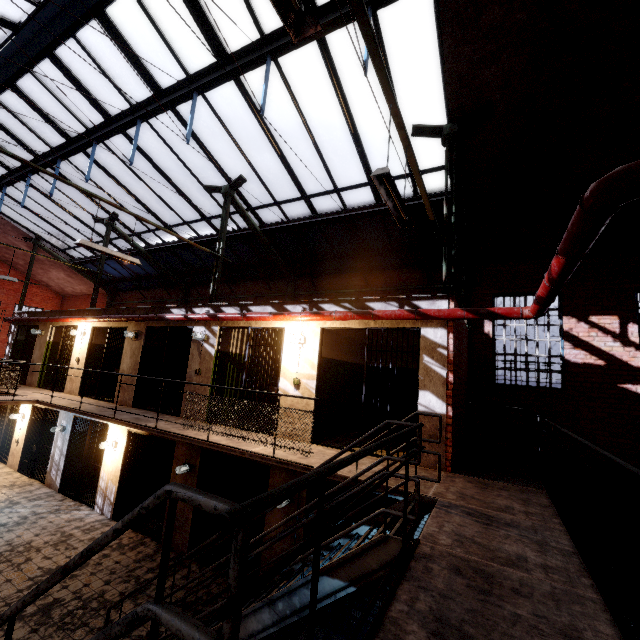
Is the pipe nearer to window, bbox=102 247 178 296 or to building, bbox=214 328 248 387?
building, bbox=214 328 248 387

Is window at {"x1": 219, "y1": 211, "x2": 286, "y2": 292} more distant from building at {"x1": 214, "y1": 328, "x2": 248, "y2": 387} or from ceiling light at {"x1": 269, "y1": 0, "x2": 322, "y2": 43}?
ceiling light at {"x1": 269, "y1": 0, "x2": 322, "y2": 43}

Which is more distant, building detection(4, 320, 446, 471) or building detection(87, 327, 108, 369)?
building detection(87, 327, 108, 369)

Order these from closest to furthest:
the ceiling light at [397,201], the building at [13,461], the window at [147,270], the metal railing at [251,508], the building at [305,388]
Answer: the metal railing at [251,508] → the ceiling light at [397,201] → the building at [305,388] → the building at [13,461] → the window at [147,270]

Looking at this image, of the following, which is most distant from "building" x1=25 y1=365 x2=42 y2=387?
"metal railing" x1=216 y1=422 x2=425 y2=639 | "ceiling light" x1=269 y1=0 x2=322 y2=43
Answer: "ceiling light" x1=269 y1=0 x2=322 y2=43

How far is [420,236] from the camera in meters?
9.4

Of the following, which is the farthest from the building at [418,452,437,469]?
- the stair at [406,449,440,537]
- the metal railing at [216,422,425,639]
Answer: the metal railing at [216,422,425,639]

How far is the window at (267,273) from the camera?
11.05m
